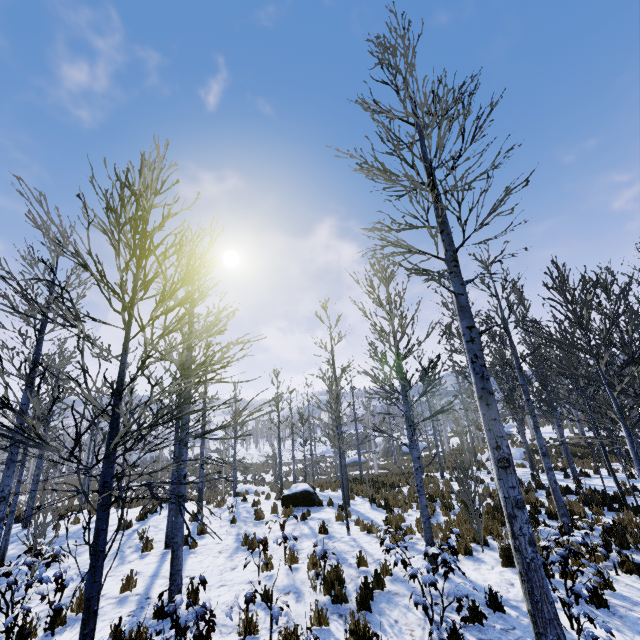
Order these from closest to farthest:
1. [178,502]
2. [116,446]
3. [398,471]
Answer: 1. [178,502]
2. [116,446]
3. [398,471]

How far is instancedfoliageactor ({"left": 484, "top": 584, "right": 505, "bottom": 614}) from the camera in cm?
531

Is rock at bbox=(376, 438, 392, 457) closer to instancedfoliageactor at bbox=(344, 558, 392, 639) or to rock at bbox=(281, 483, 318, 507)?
instancedfoliageactor at bbox=(344, 558, 392, 639)

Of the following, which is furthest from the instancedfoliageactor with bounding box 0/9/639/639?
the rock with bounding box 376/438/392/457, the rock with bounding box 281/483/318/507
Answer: the rock with bounding box 376/438/392/457

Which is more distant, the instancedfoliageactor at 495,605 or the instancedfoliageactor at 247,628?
the instancedfoliageactor at 495,605

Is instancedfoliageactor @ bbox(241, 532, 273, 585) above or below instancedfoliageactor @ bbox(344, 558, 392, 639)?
above

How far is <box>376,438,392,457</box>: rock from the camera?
44.3 meters
